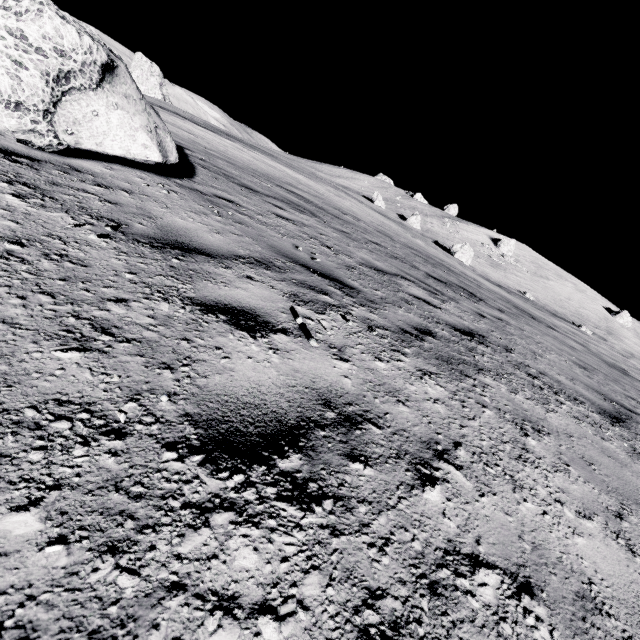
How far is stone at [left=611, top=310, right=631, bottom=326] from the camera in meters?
58.5

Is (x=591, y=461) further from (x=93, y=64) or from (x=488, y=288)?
(x=488, y=288)

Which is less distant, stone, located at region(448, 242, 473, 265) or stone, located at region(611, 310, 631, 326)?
stone, located at region(448, 242, 473, 265)

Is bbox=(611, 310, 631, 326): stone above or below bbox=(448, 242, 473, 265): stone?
above

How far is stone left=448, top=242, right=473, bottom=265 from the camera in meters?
38.2 m

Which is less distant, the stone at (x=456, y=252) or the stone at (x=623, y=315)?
the stone at (x=456, y=252)

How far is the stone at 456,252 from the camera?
38.2m
